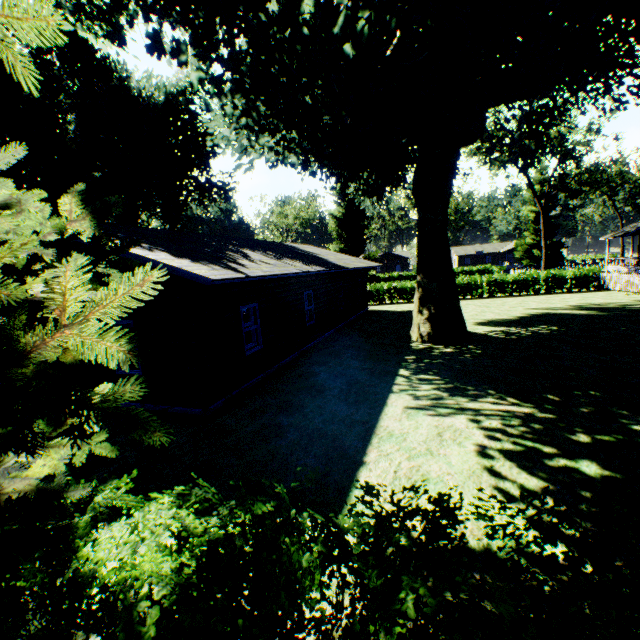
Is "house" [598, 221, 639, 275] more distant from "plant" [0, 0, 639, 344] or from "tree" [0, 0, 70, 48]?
"tree" [0, 0, 70, 48]

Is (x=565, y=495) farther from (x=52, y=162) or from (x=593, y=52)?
(x=52, y=162)

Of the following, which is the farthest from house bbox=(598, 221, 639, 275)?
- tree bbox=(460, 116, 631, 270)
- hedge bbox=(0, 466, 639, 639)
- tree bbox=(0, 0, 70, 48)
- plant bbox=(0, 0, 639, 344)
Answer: → tree bbox=(0, 0, 70, 48)

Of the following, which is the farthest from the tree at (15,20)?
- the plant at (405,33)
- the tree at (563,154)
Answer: the tree at (563,154)

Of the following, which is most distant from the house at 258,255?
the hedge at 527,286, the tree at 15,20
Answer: the tree at 15,20

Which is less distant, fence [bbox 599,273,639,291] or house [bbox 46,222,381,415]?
house [bbox 46,222,381,415]

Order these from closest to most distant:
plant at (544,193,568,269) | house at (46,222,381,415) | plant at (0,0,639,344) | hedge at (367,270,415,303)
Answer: plant at (0,0,639,344) → house at (46,222,381,415) → hedge at (367,270,415,303) → plant at (544,193,568,269)

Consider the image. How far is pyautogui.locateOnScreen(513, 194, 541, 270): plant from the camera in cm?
4778
